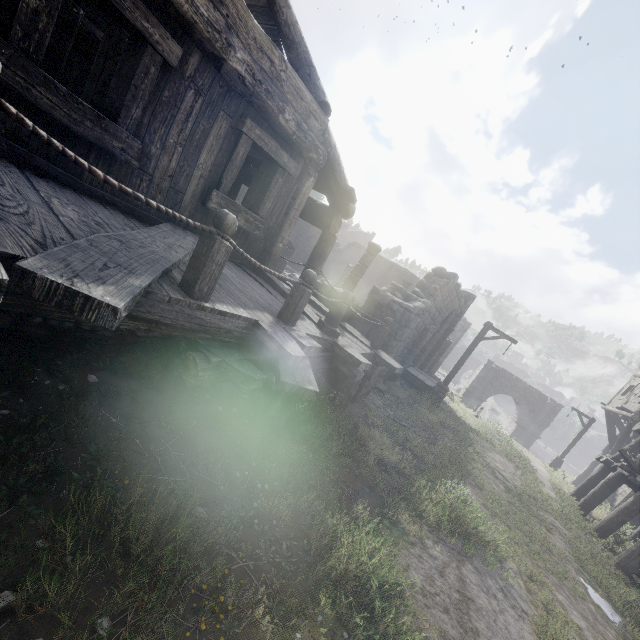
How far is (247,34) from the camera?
4.1 meters

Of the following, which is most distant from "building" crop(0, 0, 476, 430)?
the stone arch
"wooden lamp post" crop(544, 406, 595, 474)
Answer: "wooden lamp post" crop(544, 406, 595, 474)

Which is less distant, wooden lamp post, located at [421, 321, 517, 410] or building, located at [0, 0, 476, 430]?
building, located at [0, 0, 476, 430]

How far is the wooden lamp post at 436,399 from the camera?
14.2 meters

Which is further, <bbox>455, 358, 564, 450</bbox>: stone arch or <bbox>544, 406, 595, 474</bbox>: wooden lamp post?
<bbox>455, 358, 564, 450</bbox>: stone arch

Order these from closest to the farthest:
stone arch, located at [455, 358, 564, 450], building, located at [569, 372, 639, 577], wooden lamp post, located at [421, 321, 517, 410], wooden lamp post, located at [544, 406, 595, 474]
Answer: building, located at [569, 372, 639, 577] → wooden lamp post, located at [421, 321, 517, 410] → wooden lamp post, located at [544, 406, 595, 474] → stone arch, located at [455, 358, 564, 450]

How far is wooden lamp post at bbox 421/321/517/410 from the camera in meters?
14.2

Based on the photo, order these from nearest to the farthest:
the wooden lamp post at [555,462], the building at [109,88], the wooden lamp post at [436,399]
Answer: the building at [109,88] < the wooden lamp post at [436,399] < the wooden lamp post at [555,462]
